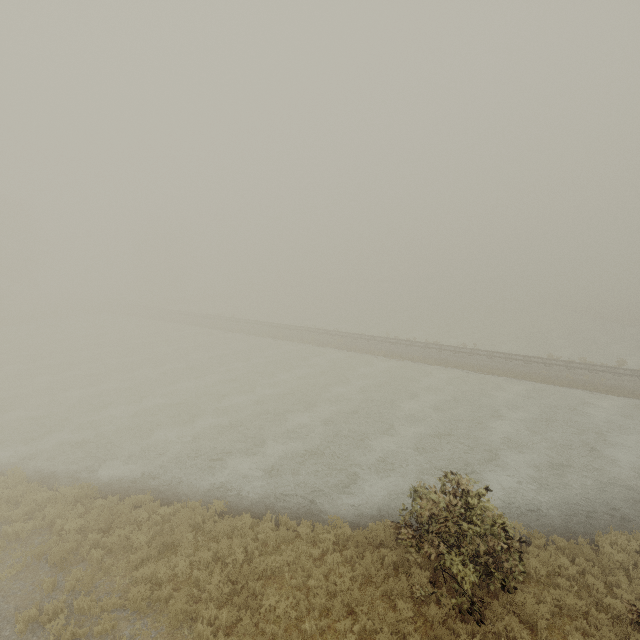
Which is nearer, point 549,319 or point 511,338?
point 511,338
